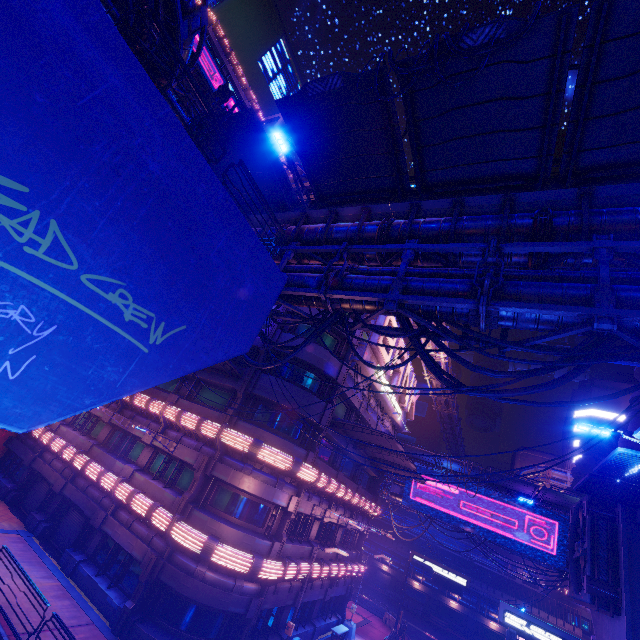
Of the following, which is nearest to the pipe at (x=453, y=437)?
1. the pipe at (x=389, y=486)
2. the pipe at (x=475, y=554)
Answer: the pipe at (x=475, y=554)

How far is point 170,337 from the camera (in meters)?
6.91

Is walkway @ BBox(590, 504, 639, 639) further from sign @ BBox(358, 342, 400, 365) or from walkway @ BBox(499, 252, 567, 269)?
sign @ BBox(358, 342, 400, 365)

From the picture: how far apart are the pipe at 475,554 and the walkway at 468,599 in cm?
279

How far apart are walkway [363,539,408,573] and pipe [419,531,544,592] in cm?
279

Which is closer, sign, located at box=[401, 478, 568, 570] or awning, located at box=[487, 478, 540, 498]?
awning, located at box=[487, 478, 540, 498]

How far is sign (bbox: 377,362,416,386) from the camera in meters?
25.4

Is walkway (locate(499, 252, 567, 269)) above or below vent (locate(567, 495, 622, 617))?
above
